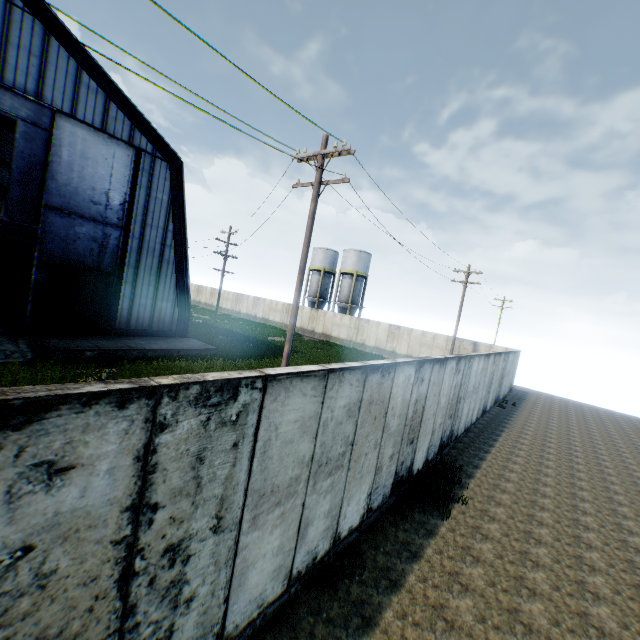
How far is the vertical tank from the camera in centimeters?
4434cm

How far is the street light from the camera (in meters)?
9.66

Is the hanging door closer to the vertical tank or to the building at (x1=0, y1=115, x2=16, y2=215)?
the building at (x1=0, y1=115, x2=16, y2=215)

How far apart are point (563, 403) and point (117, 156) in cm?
3670

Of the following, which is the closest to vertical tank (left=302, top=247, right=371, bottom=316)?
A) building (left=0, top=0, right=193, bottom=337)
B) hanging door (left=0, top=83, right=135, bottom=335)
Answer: building (left=0, top=0, right=193, bottom=337)

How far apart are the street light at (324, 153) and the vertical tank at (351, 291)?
33.3m

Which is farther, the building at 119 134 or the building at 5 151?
the building at 5 151

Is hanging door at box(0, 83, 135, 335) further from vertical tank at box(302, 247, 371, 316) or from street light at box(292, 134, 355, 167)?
vertical tank at box(302, 247, 371, 316)
